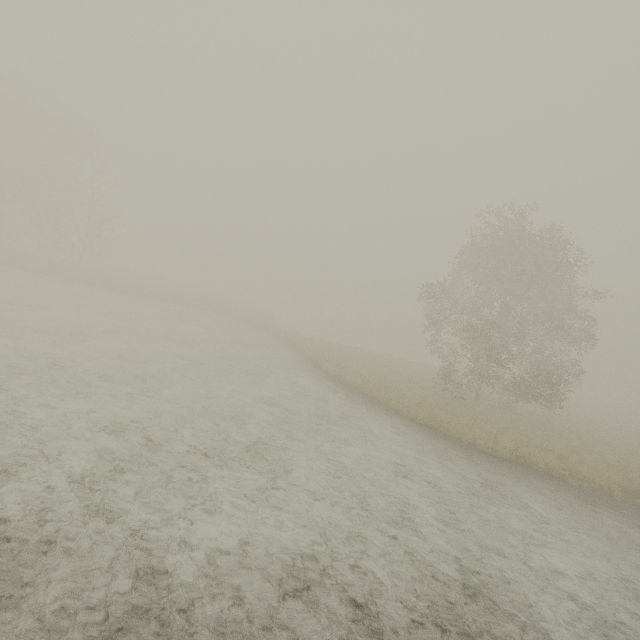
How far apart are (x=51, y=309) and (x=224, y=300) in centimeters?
3295cm
